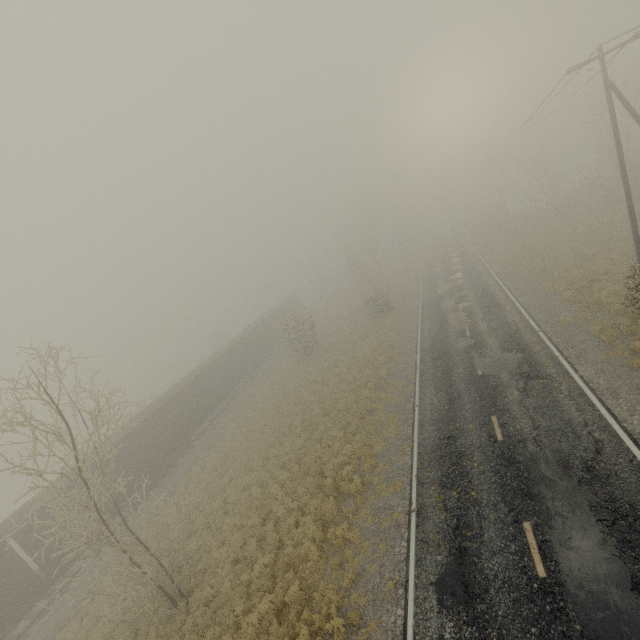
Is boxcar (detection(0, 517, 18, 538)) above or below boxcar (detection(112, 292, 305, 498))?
above

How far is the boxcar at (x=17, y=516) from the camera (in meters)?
17.20

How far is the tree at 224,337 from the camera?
52.56m

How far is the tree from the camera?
52.56m

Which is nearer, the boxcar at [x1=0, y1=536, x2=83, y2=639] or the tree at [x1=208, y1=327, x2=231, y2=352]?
the boxcar at [x1=0, y1=536, x2=83, y2=639]

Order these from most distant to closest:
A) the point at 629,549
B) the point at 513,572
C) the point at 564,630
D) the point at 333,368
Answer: the point at 333,368
the point at 513,572
the point at 629,549
the point at 564,630

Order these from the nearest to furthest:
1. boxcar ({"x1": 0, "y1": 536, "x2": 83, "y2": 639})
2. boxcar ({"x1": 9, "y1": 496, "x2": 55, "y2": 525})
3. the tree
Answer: boxcar ({"x1": 0, "y1": 536, "x2": 83, "y2": 639}) → boxcar ({"x1": 9, "y1": 496, "x2": 55, "y2": 525}) → the tree

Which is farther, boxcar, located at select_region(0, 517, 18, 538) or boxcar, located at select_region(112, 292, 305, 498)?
boxcar, located at select_region(112, 292, 305, 498)
